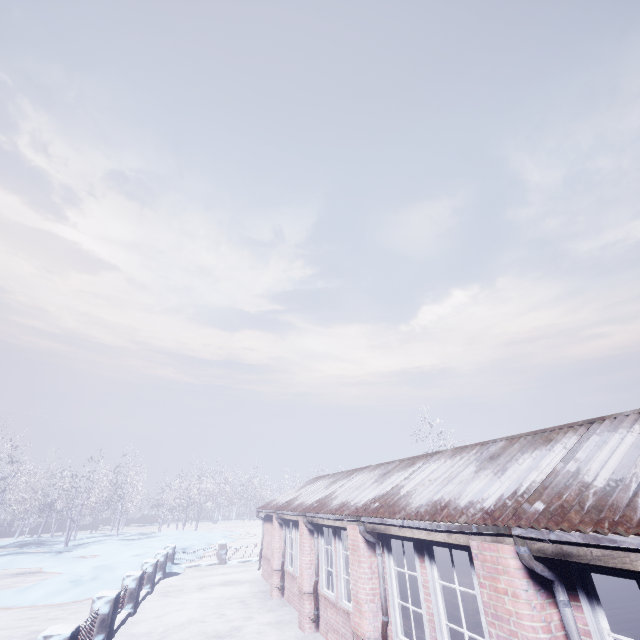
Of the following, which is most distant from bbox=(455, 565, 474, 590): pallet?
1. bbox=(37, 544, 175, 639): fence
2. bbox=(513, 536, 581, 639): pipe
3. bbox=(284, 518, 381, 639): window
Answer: bbox=(37, 544, 175, 639): fence

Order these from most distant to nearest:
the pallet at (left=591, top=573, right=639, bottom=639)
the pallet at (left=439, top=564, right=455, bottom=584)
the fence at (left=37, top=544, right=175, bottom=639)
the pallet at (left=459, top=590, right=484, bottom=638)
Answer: the pallet at (left=439, top=564, right=455, bottom=584) < the pallet at (left=459, top=590, right=484, bottom=638) < the fence at (left=37, top=544, right=175, bottom=639) < the pallet at (left=591, top=573, right=639, bottom=639)

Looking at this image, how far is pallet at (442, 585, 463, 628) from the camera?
6.23m

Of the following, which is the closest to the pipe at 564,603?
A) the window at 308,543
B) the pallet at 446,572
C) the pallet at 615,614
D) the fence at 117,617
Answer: the window at 308,543

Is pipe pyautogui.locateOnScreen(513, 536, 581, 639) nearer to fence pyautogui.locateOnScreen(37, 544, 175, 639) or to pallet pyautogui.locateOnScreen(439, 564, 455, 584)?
pallet pyautogui.locateOnScreen(439, 564, 455, 584)

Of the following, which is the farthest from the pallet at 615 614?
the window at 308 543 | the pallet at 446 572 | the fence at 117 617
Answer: the fence at 117 617

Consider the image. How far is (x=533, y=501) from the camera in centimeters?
316cm
